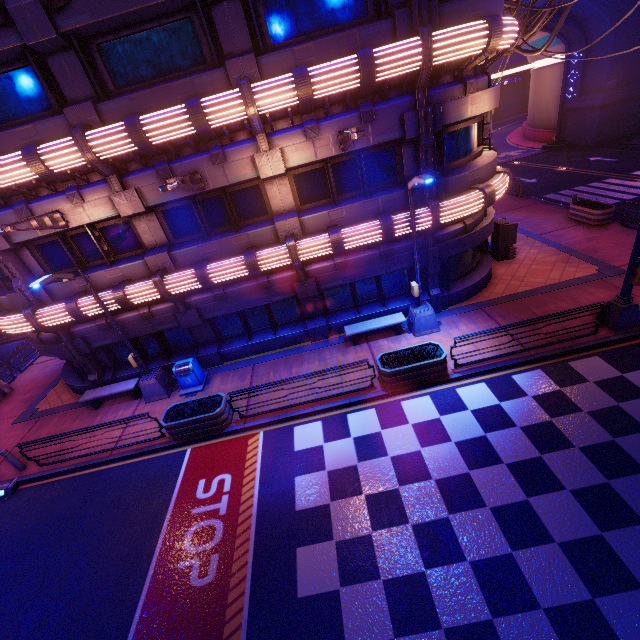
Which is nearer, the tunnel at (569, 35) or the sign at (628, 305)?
the sign at (628, 305)

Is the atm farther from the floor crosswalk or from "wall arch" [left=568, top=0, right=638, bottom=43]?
the floor crosswalk

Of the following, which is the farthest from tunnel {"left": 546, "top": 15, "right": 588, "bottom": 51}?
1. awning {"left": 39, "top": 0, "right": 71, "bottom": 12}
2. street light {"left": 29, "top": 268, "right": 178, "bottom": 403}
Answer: street light {"left": 29, "top": 268, "right": 178, "bottom": 403}

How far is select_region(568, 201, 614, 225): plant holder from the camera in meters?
16.9 m

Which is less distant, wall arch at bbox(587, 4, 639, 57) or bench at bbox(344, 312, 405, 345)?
bench at bbox(344, 312, 405, 345)

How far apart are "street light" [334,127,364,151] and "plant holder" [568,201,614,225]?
15.0m

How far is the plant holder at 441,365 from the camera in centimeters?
1040cm

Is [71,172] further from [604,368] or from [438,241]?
[604,368]
